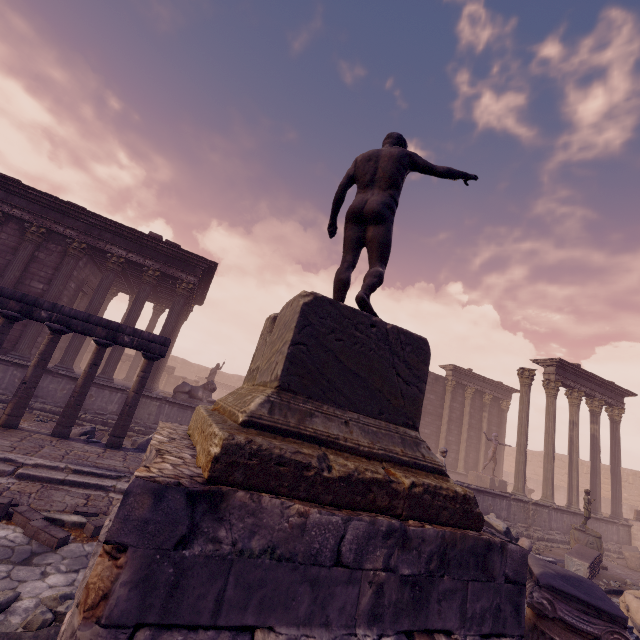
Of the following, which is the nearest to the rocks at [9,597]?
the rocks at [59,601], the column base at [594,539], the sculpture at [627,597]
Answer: the rocks at [59,601]

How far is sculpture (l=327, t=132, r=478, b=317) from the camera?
3.31m

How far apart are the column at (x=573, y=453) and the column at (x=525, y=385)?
2.65m

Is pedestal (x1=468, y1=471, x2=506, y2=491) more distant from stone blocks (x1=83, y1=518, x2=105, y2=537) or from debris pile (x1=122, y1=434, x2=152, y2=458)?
stone blocks (x1=83, y1=518, x2=105, y2=537)

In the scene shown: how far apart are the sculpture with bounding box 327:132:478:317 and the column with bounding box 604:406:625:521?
19.9m

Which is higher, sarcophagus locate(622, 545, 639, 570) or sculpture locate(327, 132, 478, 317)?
sculpture locate(327, 132, 478, 317)

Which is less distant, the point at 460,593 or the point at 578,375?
the point at 460,593

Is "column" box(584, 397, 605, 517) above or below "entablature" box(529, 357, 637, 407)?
below
